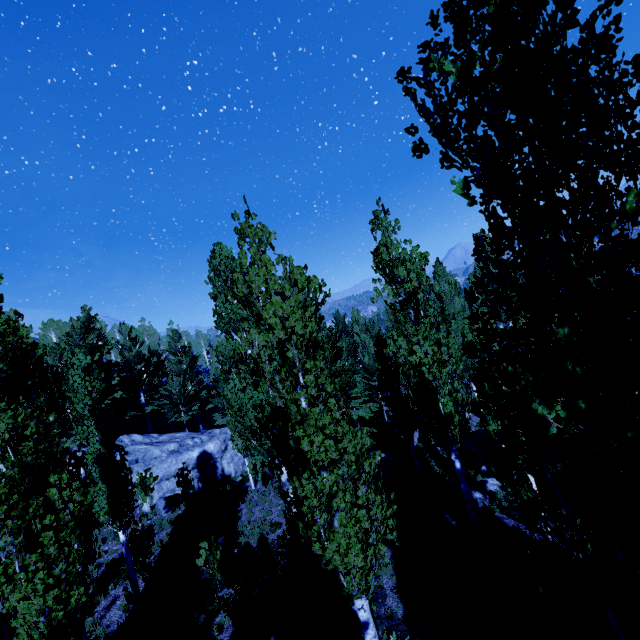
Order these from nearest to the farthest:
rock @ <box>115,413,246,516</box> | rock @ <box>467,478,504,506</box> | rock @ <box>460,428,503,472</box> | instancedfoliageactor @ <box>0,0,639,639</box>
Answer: instancedfoliageactor @ <box>0,0,639,639</box>, rock @ <box>467,478,504,506</box>, rock @ <box>460,428,503,472</box>, rock @ <box>115,413,246,516</box>

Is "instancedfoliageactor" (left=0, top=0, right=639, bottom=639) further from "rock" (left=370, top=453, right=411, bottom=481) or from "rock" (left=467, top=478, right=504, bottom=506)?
"rock" (left=467, top=478, right=504, bottom=506)

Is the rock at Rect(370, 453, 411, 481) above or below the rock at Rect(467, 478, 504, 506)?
above

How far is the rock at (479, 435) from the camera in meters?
17.8

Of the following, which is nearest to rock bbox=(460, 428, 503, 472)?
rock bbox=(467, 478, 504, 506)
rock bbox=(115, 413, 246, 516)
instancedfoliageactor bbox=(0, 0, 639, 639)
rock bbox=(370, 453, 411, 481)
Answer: instancedfoliageactor bbox=(0, 0, 639, 639)

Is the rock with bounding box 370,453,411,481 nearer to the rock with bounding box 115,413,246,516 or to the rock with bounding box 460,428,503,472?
the rock with bounding box 460,428,503,472

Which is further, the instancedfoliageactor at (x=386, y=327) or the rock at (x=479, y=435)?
the rock at (x=479, y=435)

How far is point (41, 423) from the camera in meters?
6.7 m
